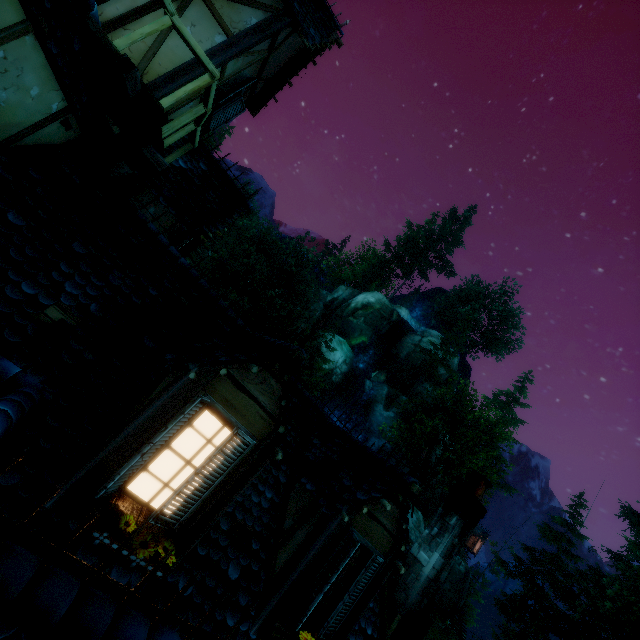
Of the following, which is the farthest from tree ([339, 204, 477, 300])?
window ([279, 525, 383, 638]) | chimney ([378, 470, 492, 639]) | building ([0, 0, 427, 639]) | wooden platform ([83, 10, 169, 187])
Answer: window ([279, 525, 383, 638])

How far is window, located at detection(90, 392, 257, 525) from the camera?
3.1 meters

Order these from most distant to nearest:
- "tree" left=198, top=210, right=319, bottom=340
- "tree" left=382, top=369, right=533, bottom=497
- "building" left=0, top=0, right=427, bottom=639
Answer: "tree" left=198, top=210, right=319, bottom=340 → "tree" left=382, top=369, right=533, bottom=497 → "building" left=0, top=0, right=427, bottom=639

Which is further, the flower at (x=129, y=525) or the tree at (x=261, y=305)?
the tree at (x=261, y=305)

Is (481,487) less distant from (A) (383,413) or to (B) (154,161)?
(B) (154,161)

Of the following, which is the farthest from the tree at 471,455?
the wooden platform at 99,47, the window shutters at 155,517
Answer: the window shutters at 155,517

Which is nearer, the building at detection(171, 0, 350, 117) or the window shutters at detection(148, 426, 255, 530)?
the window shutters at detection(148, 426, 255, 530)

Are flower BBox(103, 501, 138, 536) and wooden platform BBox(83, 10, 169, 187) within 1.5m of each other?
no
